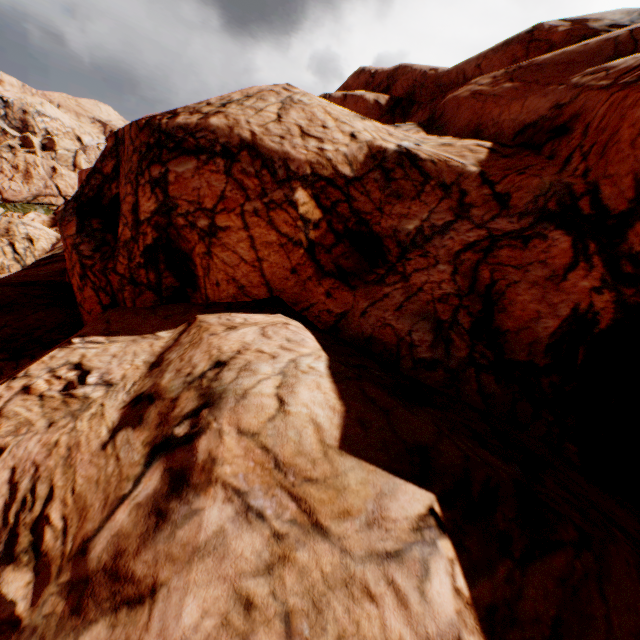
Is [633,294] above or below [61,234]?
above
